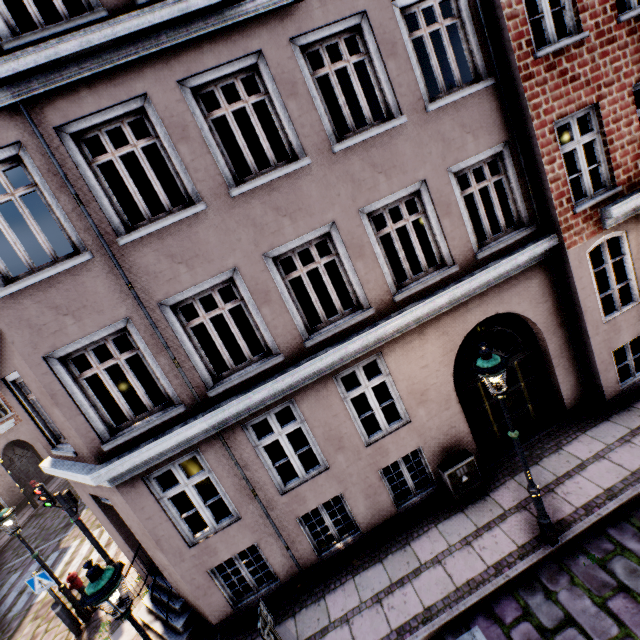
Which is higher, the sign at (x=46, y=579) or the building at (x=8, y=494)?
the sign at (x=46, y=579)

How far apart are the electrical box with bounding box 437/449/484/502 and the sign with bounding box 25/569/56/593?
9.9m

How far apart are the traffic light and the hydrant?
1.62m

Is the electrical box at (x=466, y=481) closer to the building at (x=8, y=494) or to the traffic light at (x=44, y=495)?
the building at (x=8, y=494)

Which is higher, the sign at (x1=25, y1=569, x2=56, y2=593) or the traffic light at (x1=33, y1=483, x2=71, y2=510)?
the traffic light at (x1=33, y1=483, x2=71, y2=510)

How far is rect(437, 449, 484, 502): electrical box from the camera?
6.9 meters

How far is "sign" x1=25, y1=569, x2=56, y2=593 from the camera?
8.0m

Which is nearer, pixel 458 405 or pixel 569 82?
pixel 569 82
